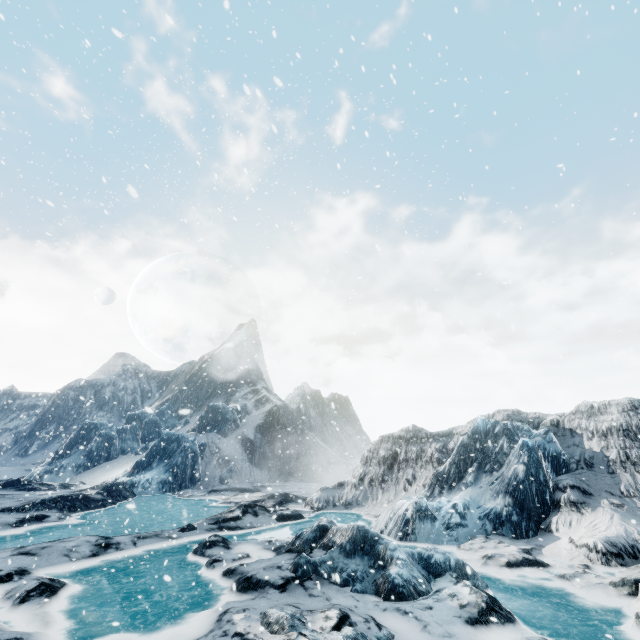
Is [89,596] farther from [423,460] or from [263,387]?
[263,387]
